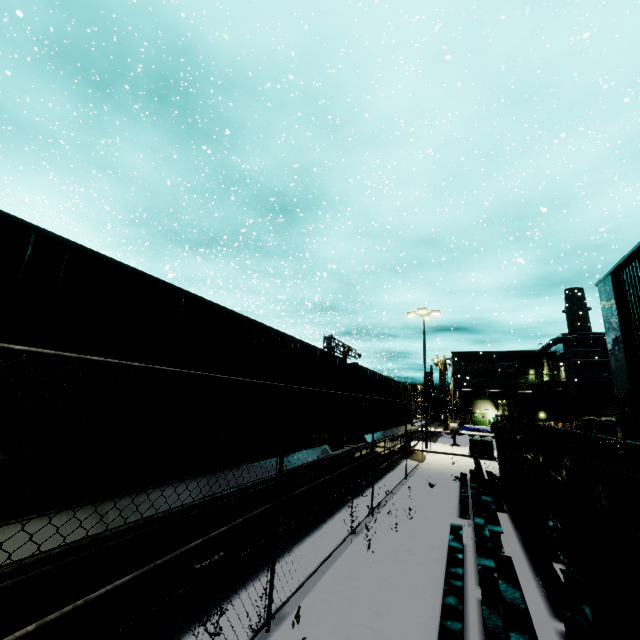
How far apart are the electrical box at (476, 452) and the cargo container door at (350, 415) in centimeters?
1356cm

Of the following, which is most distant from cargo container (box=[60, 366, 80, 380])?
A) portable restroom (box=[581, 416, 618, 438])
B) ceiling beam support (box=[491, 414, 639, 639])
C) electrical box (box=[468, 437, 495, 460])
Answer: ceiling beam support (box=[491, 414, 639, 639])

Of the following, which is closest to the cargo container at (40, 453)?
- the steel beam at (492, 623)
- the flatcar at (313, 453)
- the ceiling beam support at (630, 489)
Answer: the flatcar at (313, 453)

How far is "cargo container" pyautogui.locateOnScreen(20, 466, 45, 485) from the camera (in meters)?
2.64

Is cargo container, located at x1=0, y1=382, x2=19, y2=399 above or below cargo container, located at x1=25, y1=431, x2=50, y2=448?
above

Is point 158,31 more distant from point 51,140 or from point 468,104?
point 468,104

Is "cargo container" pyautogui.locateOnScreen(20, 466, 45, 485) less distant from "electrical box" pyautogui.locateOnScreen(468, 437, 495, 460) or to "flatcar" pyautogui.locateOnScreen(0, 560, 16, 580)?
"flatcar" pyautogui.locateOnScreen(0, 560, 16, 580)
